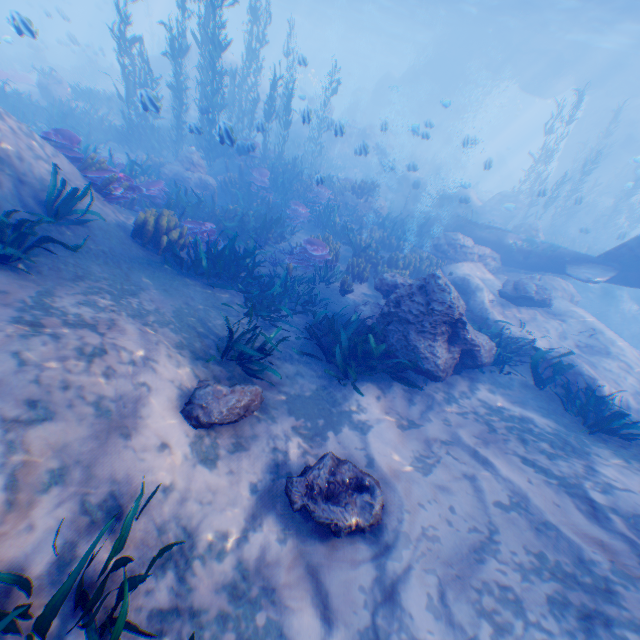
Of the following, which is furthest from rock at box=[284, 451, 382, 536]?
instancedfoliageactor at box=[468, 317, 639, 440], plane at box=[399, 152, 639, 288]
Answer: instancedfoliageactor at box=[468, 317, 639, 440]

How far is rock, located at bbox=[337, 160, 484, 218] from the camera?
15.45m

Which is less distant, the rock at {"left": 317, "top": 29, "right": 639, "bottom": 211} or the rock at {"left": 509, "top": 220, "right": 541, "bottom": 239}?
the rock at {"left": 509, "top": 220, "right": 541, "bottom": 239}

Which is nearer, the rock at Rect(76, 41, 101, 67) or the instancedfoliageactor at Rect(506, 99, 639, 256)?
the instancedfoliageactor at Rect(506, 99, 639, 256)

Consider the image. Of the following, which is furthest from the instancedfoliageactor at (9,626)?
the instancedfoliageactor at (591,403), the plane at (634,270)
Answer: the instancedfoliageactor at (591,403)

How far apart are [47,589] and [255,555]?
1.8m

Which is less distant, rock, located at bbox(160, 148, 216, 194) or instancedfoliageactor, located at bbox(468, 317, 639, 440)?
instancedfoliageactor, located at bbox(468, 317, 639, 440)
